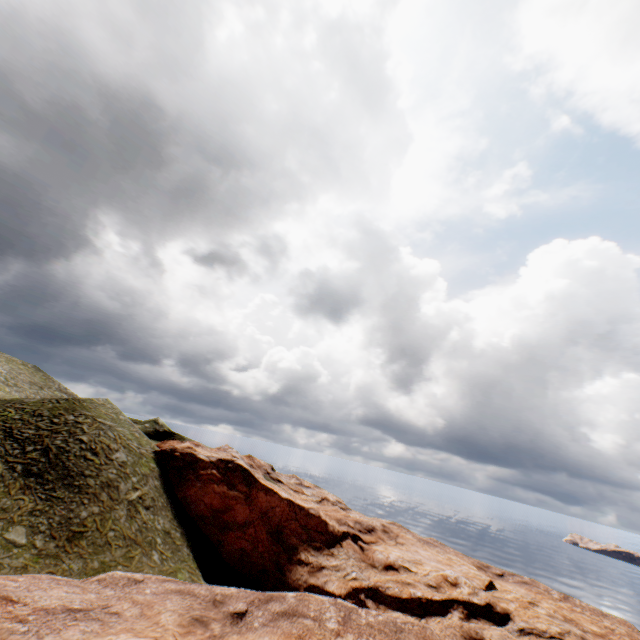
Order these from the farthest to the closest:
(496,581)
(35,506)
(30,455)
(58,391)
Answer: (58,391)
(496,581)
(30,455)
(35,506)
